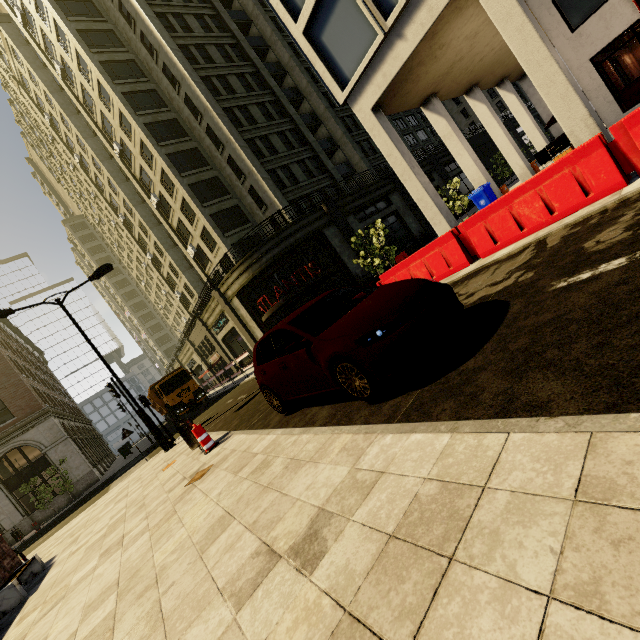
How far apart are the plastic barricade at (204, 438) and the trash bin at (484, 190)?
14.4m

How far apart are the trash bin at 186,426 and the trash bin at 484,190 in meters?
14.5 m

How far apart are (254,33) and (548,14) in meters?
32.0

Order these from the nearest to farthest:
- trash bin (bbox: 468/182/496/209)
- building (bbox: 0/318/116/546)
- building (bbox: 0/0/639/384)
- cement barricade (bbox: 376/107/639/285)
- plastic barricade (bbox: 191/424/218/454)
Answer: cement barricade (bbox: 376/107/639/285) → plastic barricade (bbox: 191/424/218/454) → building (bbox: 0/0/639/384) → trash bin (bbox: 468/182/496/209) → building (bbox: 0/318/116/546)

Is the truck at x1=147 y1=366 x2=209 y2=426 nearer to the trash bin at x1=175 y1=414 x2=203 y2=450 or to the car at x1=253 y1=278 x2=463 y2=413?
the trash bin at x1=175 y1=414 x2=203 y2=450

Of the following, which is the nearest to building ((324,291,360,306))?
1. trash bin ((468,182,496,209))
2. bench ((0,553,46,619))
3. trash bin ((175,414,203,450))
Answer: trash bin ((468,182,496,209))

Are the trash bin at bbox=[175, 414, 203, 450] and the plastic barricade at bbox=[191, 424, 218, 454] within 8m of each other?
yes

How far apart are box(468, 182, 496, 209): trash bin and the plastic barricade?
14.40m
